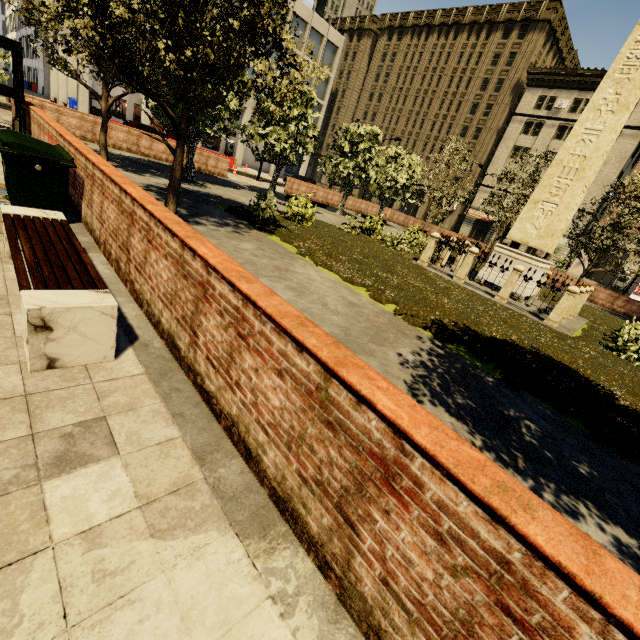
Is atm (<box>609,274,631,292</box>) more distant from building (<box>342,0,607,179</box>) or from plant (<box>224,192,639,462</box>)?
plant (<box>224,192,639,462</box>)

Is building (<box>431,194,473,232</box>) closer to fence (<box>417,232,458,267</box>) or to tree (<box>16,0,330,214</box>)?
tree (<box>16,0,330,214</box>)

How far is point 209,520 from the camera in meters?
2.0 m

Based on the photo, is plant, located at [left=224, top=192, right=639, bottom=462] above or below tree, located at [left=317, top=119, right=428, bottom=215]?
below

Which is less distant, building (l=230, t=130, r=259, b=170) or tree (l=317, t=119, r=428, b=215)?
tree (l=317, t=119, r=428, b=215)

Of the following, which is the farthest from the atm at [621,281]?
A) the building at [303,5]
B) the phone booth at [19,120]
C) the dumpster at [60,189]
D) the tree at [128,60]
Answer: the phone booth at [19,120]

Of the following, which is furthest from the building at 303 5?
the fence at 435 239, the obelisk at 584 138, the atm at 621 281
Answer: the obelisk at 584 138

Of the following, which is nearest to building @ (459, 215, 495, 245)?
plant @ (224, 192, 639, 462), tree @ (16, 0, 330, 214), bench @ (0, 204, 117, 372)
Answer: tree @ (16, 0, 330, 214)
